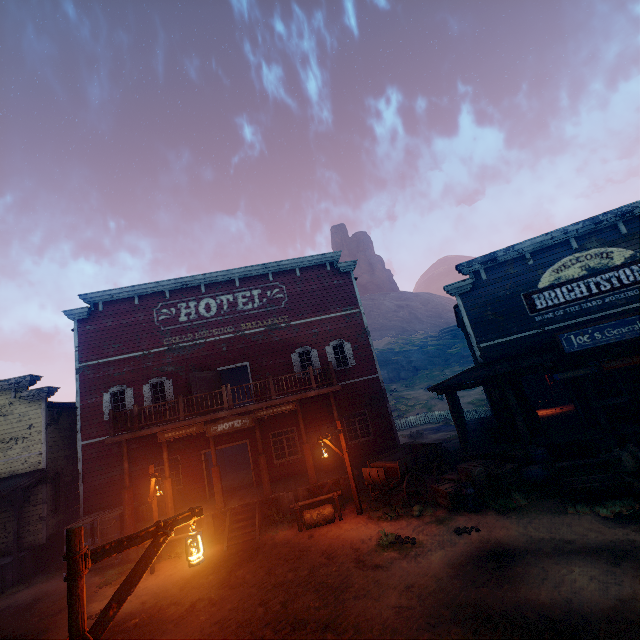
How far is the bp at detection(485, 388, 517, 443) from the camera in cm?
1298

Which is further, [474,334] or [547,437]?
[474,334]

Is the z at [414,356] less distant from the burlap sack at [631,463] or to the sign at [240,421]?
the burlap sack at [631,463]

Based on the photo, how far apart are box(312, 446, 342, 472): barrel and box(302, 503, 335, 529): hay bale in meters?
3.1

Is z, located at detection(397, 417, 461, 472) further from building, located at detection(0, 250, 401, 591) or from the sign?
the sign

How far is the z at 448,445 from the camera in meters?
16.6

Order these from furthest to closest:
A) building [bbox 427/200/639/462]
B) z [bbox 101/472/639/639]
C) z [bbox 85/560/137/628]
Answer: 1. building [bbox 427/200/639/462]
2. z [bbox 85/560/137/628]
3. z [bbox 101/472/639/639]

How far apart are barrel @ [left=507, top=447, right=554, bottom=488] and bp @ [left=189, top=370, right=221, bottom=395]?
13.0 meters
